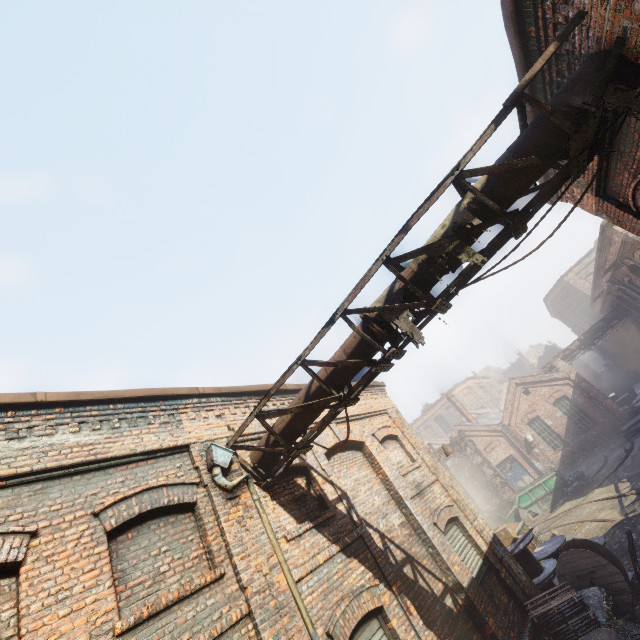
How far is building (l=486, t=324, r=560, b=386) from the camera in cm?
5438

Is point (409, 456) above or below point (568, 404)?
above

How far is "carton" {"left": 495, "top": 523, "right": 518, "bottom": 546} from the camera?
11.3 meters

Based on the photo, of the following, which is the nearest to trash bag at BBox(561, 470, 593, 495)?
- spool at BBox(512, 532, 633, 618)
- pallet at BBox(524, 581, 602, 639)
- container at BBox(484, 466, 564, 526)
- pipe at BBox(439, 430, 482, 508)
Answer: container at BBox(484, 466, 564, 526)

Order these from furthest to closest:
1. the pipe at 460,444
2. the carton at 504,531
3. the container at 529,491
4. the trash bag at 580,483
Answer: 1. the pipe at 460,444
2. the container at 529,491
3. the trash bag at 580,483
4. the carton at 504,531

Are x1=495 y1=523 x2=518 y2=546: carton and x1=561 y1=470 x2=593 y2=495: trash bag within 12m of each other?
yes

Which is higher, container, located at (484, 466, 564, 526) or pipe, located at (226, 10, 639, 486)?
pipe, located at (226, 10, 639, 486)

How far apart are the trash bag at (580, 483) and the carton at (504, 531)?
11.0m
